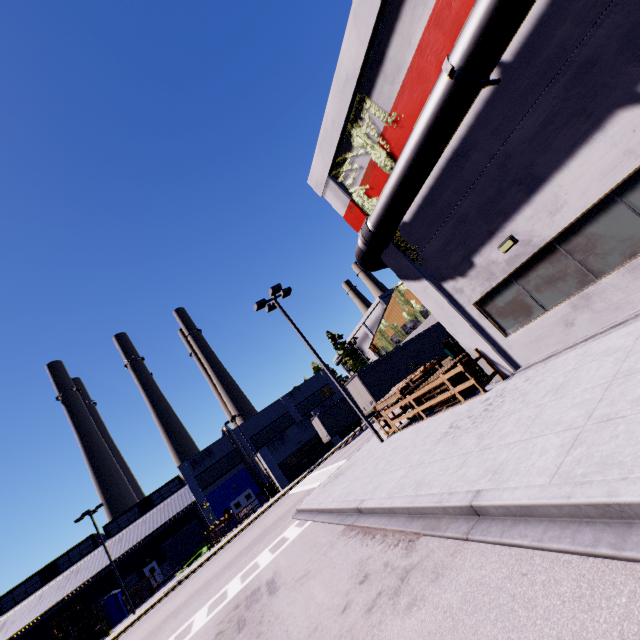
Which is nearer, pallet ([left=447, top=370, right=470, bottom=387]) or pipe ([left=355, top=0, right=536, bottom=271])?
pipe ([left=355, top=0, right=536, bottom=271])

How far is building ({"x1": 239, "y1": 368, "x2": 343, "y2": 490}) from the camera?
36.9m

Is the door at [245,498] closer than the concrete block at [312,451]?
No

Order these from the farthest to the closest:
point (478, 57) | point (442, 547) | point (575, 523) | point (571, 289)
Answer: point (571, 289)
point (478, 57)
point (442, 547)
point (575, 523)

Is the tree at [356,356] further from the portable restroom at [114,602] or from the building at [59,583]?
the portable restroom at [114,602]

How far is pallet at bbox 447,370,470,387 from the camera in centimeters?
1203cm

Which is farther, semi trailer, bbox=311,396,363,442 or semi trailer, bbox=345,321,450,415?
semi trailer, bbox=311,396,363,442

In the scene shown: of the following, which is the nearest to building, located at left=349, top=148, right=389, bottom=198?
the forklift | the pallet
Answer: the pallet
